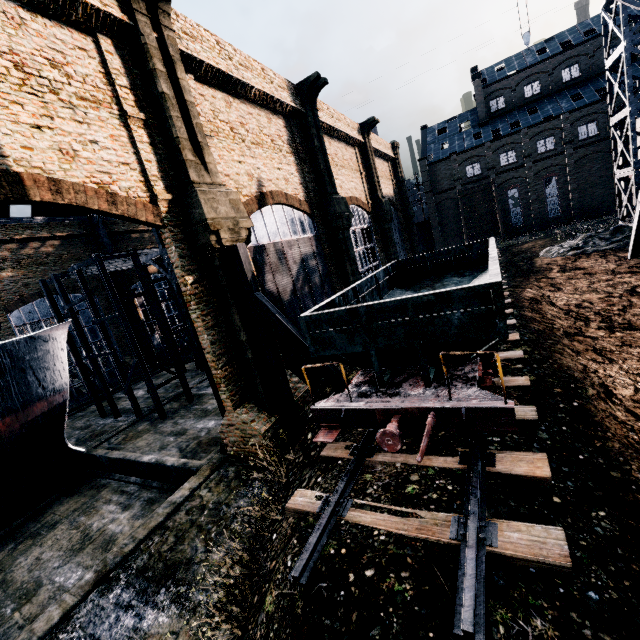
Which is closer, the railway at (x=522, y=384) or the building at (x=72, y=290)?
the railway at (x=522, y=384)

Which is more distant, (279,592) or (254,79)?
(254,79)

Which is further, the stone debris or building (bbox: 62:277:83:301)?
building (bbox: 62:277:83:301)

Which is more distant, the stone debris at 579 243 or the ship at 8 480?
the stone debris at 579 243

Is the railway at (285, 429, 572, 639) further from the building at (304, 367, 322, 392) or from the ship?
the ship

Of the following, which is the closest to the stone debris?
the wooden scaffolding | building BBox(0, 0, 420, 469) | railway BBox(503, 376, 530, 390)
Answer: building BBox(0, 0, 420, 469)

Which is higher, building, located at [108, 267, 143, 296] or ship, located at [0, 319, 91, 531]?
building, located at [108, 267, 143, 296]

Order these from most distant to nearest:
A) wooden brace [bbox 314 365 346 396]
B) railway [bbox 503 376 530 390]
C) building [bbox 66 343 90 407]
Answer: building [bbox 66 343 90 407] < wooden brace [bbox 314 365 346 396] < railway [bbox 503 376 530 390]
